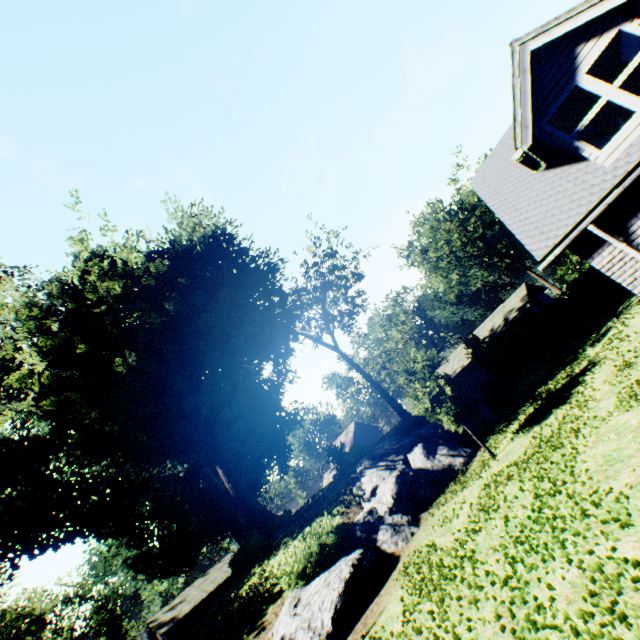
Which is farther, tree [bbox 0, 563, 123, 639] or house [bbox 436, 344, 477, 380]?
house [bbox 436, 344, 477, 380]

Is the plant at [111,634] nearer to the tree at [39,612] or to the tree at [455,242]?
the tree at [39,612]

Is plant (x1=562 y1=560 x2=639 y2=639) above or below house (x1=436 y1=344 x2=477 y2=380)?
below

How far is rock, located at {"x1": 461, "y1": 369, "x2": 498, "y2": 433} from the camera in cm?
1730

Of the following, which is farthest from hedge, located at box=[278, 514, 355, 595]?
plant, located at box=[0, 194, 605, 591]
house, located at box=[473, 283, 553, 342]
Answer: house, located at box=[473, 283, 553, 342]

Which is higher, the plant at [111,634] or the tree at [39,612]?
the tree at [39,612]

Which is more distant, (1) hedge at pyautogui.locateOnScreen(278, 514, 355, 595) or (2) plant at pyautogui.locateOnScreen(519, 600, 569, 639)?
(1) hedge at pyautogui.locateOnScreen(278, 514, 355, 595)

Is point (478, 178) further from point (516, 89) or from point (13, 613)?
point (13, 613)
